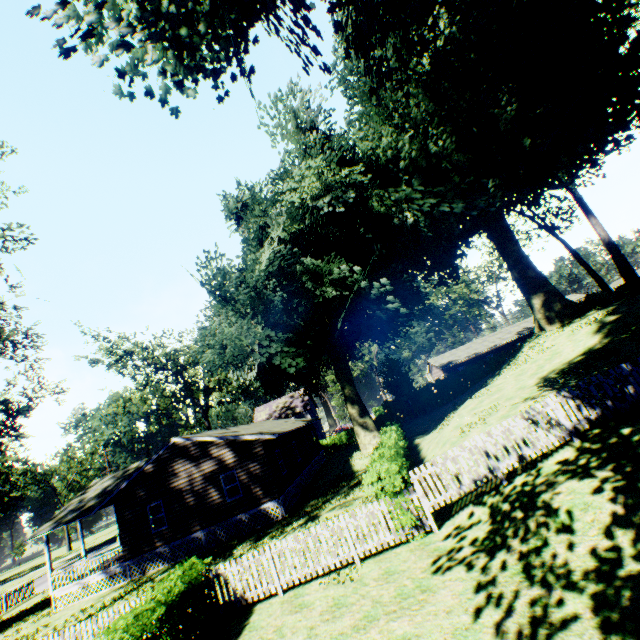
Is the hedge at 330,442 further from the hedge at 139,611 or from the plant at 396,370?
the hedge at 139,611

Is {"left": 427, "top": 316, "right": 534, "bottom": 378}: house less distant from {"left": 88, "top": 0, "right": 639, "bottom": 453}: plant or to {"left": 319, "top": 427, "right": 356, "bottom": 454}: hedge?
{"left": 319, "top": 427, "right": 356, "bottom": 454}: hedge

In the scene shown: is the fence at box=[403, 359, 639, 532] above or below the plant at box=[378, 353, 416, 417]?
below

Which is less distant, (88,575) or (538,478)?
(538,478)

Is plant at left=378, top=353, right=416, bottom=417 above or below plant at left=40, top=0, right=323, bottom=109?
below

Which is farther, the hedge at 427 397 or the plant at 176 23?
the hedge at 427 397

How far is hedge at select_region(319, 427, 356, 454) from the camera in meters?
42.2 m

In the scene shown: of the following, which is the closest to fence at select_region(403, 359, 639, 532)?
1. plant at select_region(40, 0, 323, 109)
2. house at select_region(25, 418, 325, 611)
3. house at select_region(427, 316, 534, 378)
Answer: plant at select_region(40, 0, 323, 109)
